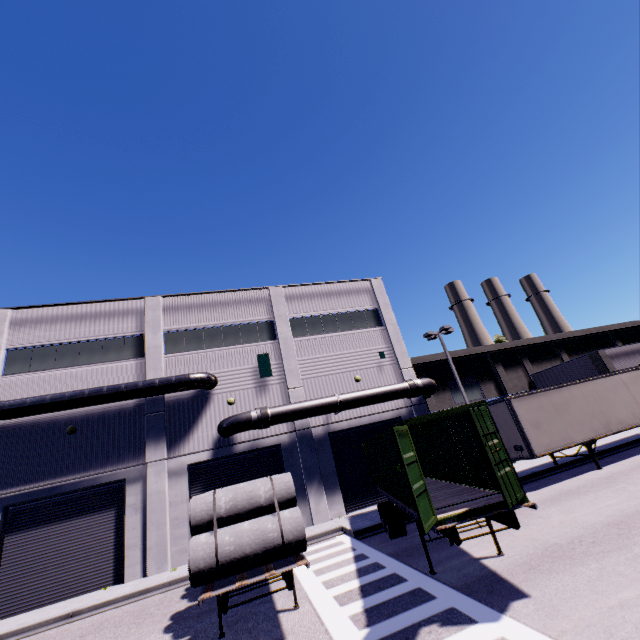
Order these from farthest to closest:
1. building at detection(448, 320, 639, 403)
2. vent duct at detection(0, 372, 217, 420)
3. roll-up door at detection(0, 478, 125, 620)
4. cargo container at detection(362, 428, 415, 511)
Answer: building at detection(448, 320, 639, 403), vent duct at detection(0, 372, 217, 420), roll-up door at detection(0, 478, 125, 620), cargo container at detection(362, 428, 415, 511)

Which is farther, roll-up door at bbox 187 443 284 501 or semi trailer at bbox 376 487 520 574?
roll-up door at bbox 187 443 284 501

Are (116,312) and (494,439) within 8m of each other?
no

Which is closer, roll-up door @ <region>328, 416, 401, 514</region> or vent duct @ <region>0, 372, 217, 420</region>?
vent duct @ <region>0, 372, 217, 420</region>

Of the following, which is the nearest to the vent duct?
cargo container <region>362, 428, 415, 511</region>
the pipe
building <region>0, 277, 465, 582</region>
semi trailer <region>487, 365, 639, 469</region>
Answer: building <region>0, 277, 465, 582</region>

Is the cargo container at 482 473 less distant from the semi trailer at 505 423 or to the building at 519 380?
the semi trailer at 505 423

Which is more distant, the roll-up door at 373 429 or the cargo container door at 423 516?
A: the roll-up door at 373 429
